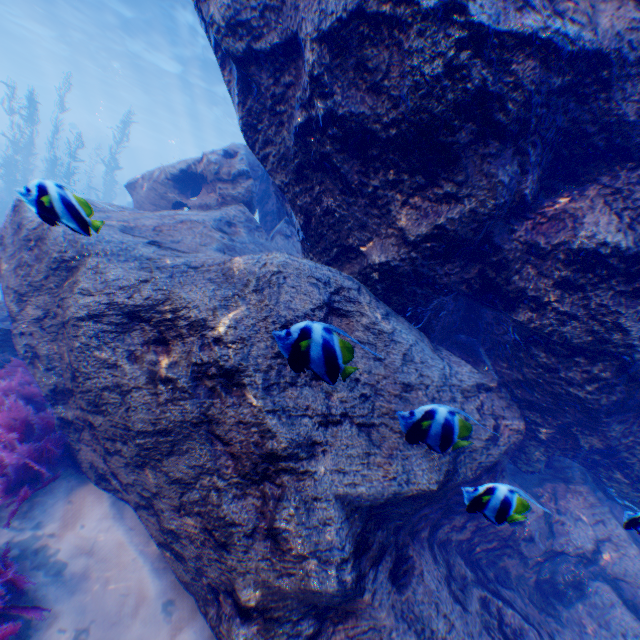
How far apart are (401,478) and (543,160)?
3.41m

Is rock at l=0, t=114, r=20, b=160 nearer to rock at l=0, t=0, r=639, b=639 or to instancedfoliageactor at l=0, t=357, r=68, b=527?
rock at l=0, t=0, r=639, b=639

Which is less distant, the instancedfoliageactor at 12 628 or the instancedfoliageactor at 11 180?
the instancedfoliageactor at 12 628

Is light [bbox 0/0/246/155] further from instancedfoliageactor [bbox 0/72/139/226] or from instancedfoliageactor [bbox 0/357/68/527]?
instancedfoliageactor [bbox 0/72/139/226]

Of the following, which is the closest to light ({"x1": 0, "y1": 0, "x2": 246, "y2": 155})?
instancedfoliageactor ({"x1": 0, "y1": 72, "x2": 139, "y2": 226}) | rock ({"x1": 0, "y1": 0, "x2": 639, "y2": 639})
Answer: rock ({"x1": 0, "y1": 0, "x2": 639, "y2": 639})

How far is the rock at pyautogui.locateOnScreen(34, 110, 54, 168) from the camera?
35.2 meters

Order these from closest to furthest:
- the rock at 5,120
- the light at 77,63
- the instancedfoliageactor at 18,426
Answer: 1. the instancedfoliageactor at 18,426
2. the light at 77,63
3. the rock at 5,120
